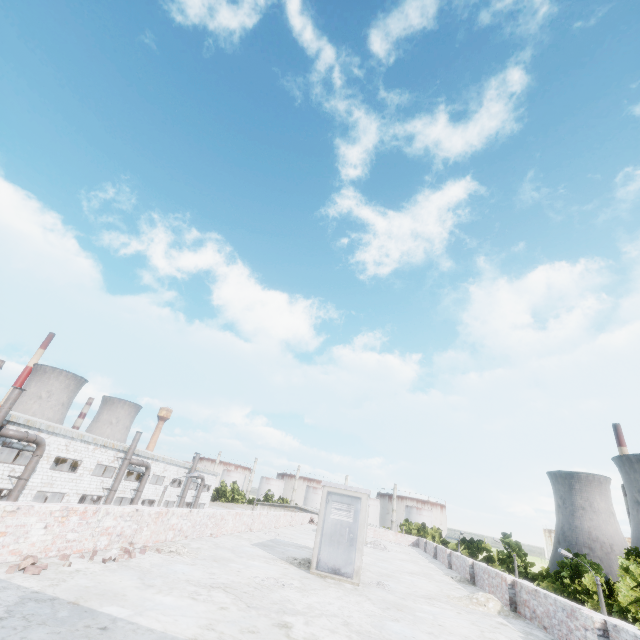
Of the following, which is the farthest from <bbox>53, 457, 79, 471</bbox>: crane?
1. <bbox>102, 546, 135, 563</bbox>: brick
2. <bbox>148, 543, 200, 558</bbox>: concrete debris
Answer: <bbox>102, 546, 135, 563</bbox>: brick

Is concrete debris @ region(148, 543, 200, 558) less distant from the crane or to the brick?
the brick

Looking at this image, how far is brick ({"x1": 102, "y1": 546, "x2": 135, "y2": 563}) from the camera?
6.1m

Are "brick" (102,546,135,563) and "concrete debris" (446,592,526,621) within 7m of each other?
no

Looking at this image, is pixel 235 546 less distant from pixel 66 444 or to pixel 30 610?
pixel 30 610

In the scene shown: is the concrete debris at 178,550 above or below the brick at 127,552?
below

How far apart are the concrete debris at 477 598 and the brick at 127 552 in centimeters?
873cm

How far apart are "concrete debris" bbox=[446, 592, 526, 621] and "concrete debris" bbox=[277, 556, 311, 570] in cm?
418
